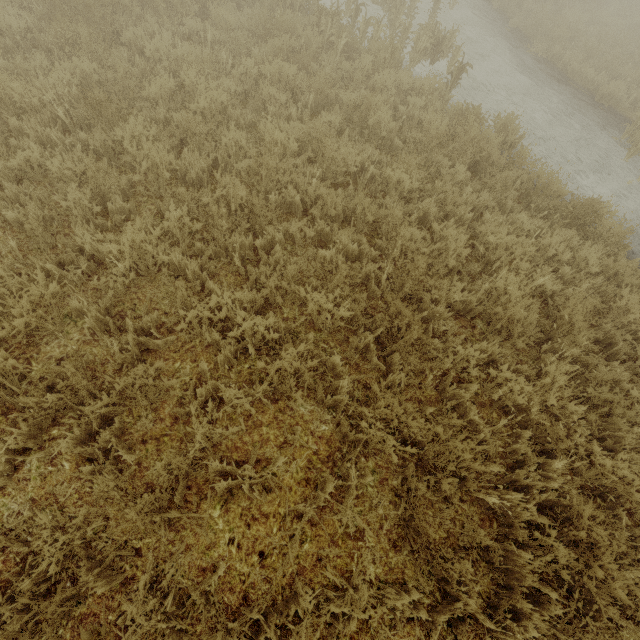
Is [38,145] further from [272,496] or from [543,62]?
[543,62]
